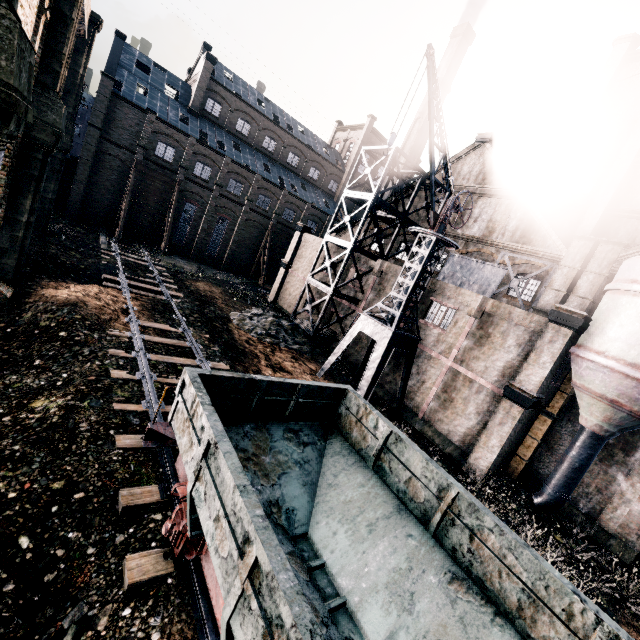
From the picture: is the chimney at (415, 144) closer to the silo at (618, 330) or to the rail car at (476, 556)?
the silo at (618, 330)

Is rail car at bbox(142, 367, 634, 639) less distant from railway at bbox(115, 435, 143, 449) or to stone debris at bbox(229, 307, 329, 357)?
railway at bbox(115, 435, 143, 449)

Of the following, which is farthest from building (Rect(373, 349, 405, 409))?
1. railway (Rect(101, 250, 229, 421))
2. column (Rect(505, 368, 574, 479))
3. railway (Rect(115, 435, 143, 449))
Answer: railway (Rect(101, 250, 229, 421))

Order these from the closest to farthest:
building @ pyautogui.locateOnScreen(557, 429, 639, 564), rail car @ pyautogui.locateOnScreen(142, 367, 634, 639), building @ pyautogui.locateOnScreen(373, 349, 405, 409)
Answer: rail car @ pyautogui.locateOnScreen(142, 367, 634, 639)
building @ pyautogui.locateOnScreen(557, 429, 639, 564)
building @ pyautogui.locateOnScreen(373, 349, 405, 409)

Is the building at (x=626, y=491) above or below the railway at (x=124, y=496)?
above

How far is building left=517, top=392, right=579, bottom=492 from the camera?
18.8 meters

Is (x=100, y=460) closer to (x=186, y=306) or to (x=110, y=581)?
(x=110, y=581)

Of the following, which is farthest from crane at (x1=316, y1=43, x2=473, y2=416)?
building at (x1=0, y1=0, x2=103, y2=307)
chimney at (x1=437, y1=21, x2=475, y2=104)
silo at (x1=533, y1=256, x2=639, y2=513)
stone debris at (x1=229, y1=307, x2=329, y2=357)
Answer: chimney at (x1=437, y1=21, x2=475, y2=104)
